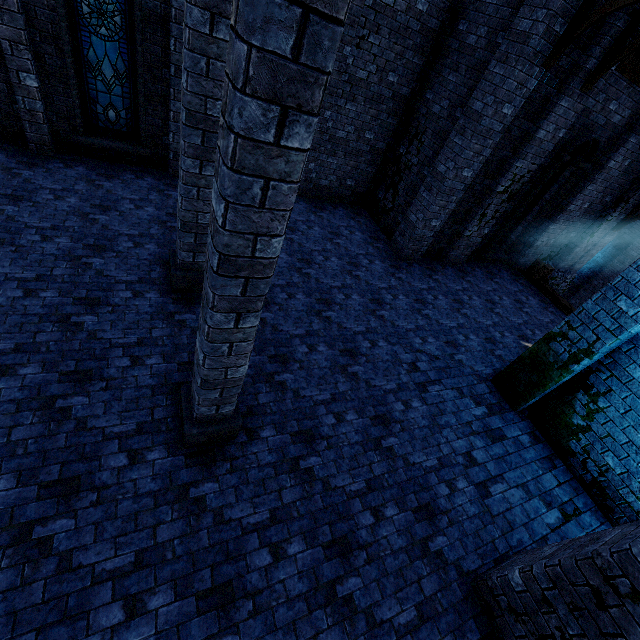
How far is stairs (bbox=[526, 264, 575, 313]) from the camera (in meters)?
11.53

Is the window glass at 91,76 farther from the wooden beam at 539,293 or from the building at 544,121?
the wooden beam at 539,293

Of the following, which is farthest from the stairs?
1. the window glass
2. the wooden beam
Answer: the window glass

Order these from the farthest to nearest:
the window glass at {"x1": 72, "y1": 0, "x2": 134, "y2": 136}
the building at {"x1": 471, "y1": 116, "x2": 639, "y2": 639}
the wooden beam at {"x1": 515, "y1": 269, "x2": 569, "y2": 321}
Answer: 1. the wooden beam at {"x1": 515, "y1": 269, "x2": 569, "y2": 321}
2. the window glass at {"x1": 72, "y1": 0, "x2": 134, "y2": 136}
3. the building at {"x1": 471, "y1": 116, "x2": 639, "y2": 639}

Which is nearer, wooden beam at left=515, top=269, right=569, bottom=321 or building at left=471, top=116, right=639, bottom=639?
building at left=471, top=116, right=639, bottom=639

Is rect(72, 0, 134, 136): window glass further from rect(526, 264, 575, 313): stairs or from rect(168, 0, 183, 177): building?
rect(526, 264, 575, 313): stairs

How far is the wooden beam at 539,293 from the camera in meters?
11.3

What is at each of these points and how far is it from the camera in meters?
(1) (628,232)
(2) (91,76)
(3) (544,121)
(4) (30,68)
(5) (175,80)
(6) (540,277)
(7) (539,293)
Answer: (1) building, 16.8
(2) window glass, 7.4
(3) building, 8.0
(4) building, 6.6
(5) building, 7.6
(6) stairs, 12.1
(7) wooden beam, 12.0
